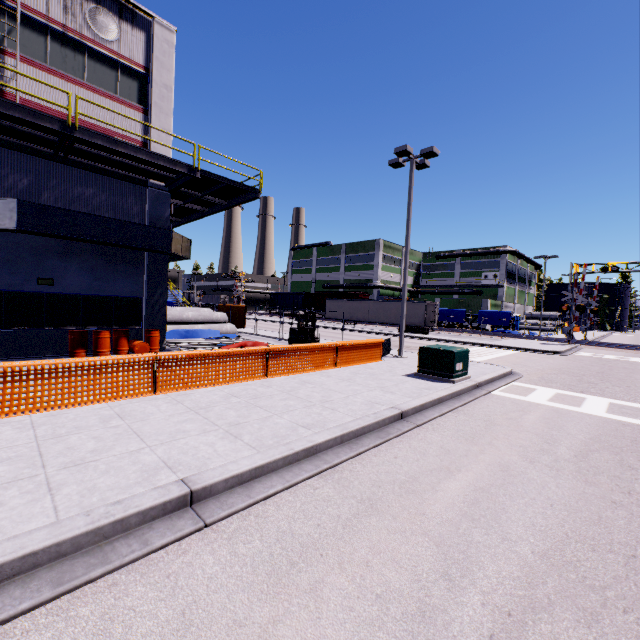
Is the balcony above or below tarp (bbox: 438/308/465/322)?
above

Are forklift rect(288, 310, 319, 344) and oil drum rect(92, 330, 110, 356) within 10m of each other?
yes

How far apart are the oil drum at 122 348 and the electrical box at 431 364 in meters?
11.1 m

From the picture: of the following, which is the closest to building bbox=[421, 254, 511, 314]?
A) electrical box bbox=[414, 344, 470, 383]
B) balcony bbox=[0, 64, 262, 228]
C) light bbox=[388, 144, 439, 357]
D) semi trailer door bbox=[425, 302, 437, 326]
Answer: balcony bbox=[0, 64, 262, 228]

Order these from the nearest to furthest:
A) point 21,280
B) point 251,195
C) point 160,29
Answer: point 21,280 < point 160,29 < point 251,195

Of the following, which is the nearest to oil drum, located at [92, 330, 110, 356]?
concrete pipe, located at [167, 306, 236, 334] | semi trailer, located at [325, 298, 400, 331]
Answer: concrete pipe, located at [167, 306, 236, 334]

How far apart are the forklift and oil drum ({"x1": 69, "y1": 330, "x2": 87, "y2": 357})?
9.5m

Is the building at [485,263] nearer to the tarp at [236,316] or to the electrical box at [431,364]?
the tarp at [236,316]
